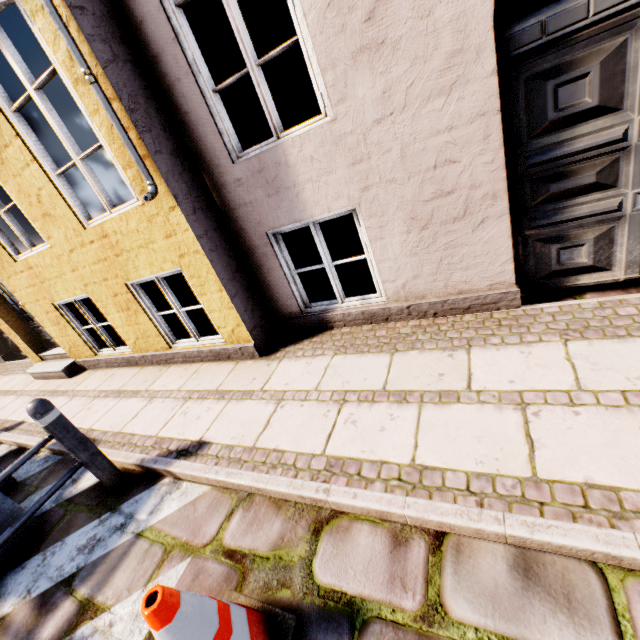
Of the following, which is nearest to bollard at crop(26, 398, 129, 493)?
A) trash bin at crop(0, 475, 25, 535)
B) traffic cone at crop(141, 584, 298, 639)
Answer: trash bin at crop(0, 475, 25, 535)

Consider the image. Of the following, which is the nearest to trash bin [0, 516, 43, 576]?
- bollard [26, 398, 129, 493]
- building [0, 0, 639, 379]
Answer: bollard [26, 398, 129, 493]

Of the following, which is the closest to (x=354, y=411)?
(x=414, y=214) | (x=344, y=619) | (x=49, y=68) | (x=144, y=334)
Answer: (x=344, y=619)

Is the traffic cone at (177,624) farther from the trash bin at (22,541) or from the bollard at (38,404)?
the trash bin at (22,541)

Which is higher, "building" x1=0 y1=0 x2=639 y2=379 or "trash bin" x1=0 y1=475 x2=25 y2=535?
"building" x1=0 y1=0 x2=639 y2=379

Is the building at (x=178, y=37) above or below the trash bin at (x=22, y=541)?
above

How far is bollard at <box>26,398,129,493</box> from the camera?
2.5 meters
